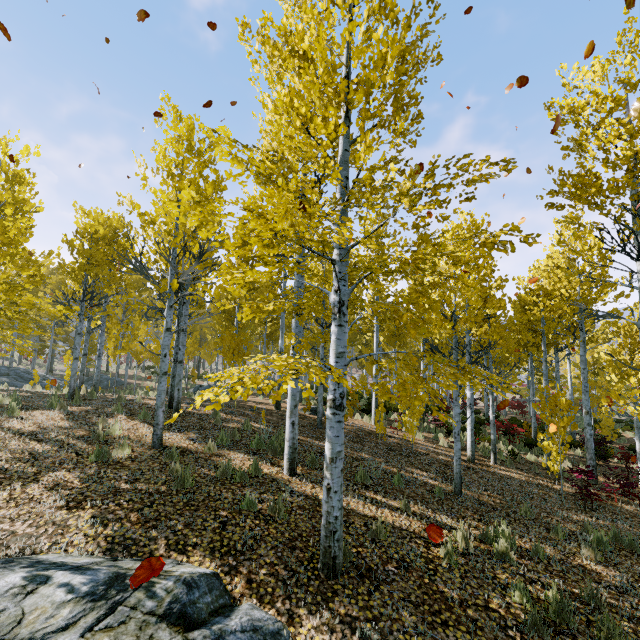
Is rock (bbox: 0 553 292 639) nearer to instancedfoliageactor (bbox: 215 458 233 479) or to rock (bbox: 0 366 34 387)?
instancedfoliageactor (bbox: 215 458 233 479)

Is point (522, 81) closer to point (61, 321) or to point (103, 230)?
point (103, 230)

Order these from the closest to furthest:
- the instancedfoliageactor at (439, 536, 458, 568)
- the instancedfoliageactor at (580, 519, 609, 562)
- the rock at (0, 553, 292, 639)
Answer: the rock at (0, 553, 292, 639), the instancedfoliageactor at (439, 536, 458, 568), the instancedfoliageactor at (580, 519, 609, 562)

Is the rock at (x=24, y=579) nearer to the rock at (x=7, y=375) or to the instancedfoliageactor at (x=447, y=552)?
the instancedfoliageactor at (x=447, y=552)

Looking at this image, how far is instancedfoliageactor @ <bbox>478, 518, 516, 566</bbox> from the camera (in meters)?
5.22

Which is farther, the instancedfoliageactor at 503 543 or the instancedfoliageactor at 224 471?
the instancedfoliageactor at 224 471
